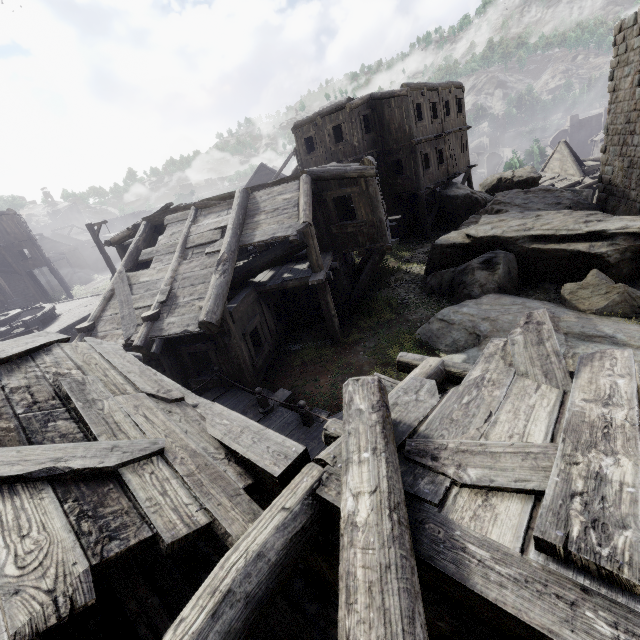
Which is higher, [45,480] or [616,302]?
[45,480]

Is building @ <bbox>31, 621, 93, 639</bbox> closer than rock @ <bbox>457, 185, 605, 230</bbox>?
Yes

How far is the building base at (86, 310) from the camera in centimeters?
1753cm

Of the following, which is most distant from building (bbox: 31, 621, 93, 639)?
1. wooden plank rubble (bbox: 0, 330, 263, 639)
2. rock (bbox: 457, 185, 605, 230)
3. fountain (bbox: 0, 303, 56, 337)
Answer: fountain (bbox: 0, 303, 56, 337)

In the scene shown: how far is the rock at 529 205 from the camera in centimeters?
1532cm

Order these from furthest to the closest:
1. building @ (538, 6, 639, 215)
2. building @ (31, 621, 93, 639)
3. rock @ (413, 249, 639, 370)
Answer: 1. building @ (538, 6, 639, 215)
2. rock @ (413, 249, 639, 370)
3. building @ (31, 621, 93, 639)

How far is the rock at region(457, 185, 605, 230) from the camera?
15.3 meters

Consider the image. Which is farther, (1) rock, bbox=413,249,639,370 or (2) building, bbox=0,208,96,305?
(2) building, bbox=0,208,96,305
